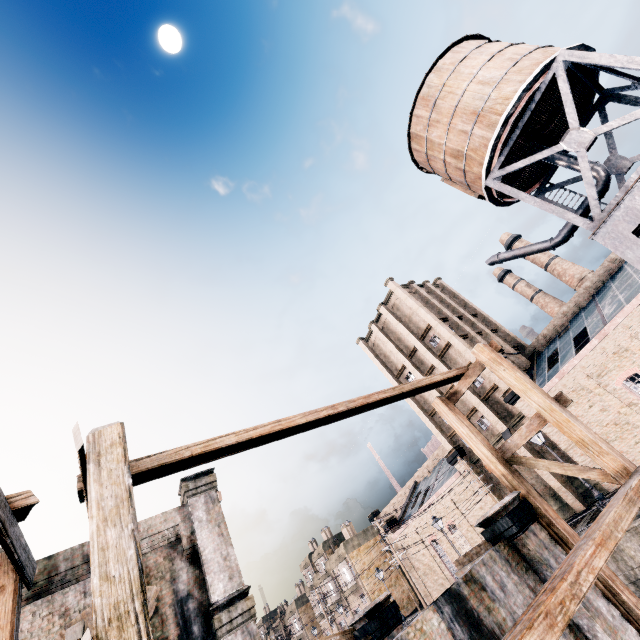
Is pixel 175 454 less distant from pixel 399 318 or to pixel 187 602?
pixel 187 602

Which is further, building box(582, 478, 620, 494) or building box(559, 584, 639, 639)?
building box(582, 478, 620, 494)

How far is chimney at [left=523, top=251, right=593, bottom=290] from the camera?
46.1 meters

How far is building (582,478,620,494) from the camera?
25.17m

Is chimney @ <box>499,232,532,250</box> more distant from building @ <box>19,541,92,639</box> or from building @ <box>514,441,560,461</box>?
building @ <box>19,541,92,639</box>

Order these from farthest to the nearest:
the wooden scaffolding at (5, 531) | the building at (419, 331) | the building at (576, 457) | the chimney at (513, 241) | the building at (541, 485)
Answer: the chimney at (513, 241), the building at (541, 485), the building at (576, 457), the building at (419, 331), the wooden scaffolding at (5, 531)

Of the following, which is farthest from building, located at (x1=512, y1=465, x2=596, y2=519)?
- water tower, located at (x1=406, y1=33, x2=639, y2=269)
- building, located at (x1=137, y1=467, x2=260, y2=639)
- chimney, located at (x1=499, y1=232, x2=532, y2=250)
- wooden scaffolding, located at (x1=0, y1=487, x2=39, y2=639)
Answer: wooden scaffolding, located at (x1=0, y1=487, x2=39, y2=639)

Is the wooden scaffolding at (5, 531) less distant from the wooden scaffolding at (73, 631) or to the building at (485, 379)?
the wooden scaffolding at (73, 631)
